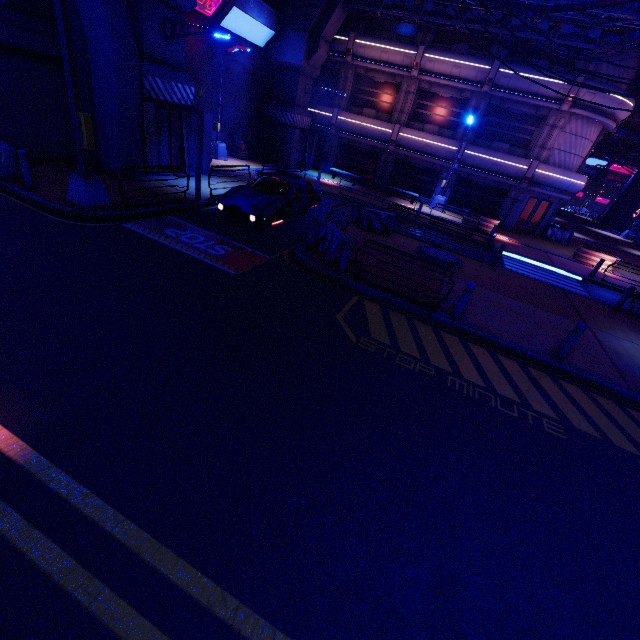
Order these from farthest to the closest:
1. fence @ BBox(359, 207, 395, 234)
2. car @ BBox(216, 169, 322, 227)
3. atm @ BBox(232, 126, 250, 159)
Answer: atm @ BBox(232, 126, 250, 159) < fence @ BBox(359, 207, 395, 234) < car @ BBox(216, 169, 322, 227)

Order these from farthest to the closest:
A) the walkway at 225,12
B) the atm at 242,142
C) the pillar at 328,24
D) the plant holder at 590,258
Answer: the atm at 242,142, the pillar at 328,24, the plant holder at 590,258, the walkway at 225,12

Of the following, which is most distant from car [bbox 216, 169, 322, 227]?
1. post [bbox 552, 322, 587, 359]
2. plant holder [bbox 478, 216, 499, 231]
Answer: plant holder [bbox 478, 216, 499, 231]

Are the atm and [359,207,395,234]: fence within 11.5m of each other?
no

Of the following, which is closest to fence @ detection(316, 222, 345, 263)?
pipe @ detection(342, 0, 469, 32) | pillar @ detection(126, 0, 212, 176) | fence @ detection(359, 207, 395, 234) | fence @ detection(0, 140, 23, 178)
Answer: fence @ detection(359, 207, 395, 234)

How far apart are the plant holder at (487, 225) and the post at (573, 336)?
15.8m

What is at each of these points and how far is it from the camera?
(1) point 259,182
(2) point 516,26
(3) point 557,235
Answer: (1) car, 12.1 meters
(2) pipe, 17.7 meters
(3) fence, 25.2 meters

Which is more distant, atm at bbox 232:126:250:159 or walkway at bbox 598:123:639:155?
walkway at bbox 598:123:639:155
